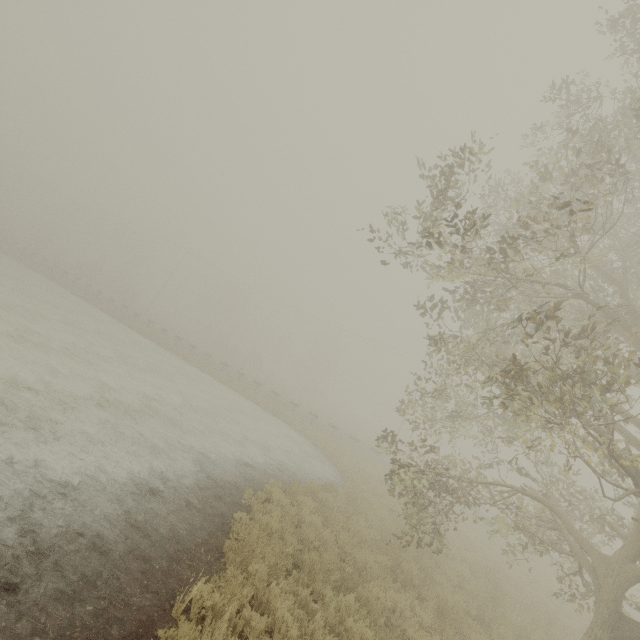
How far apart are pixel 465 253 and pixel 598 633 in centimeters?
835cm
